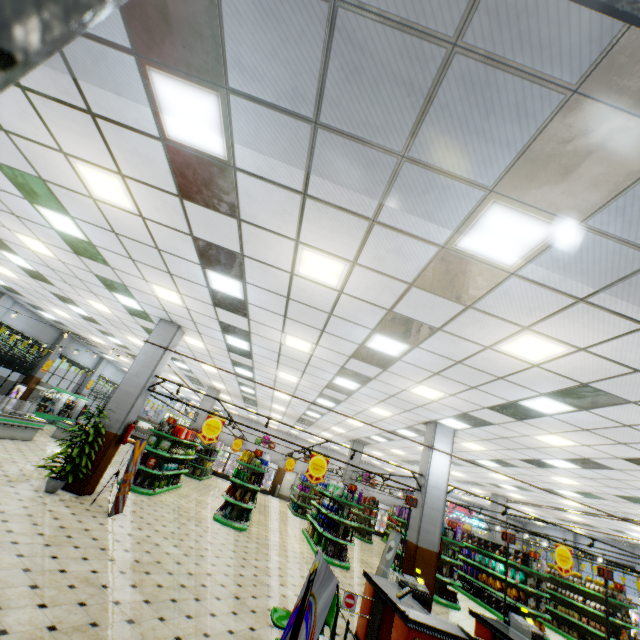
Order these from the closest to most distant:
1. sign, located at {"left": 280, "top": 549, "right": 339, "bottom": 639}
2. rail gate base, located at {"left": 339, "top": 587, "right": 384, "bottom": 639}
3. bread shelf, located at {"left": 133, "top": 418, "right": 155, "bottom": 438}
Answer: sign, located at {"left": 280, "top": 549, "right": 339, "bottom": 639}
rail gate base, located at {"left": 339, "top": 587, "right": 384, "bottom": 639}
bread shelf, located at {"left": 133, "top": 418, "right": 155, "bottom": 438}

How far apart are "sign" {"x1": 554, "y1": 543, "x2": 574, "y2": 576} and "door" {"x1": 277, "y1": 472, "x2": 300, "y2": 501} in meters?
20.8 m

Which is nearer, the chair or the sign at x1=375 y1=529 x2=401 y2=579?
the chair

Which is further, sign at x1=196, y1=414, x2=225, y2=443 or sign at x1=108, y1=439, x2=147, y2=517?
sign at x1=196, y1=414, x2=225, y2=443

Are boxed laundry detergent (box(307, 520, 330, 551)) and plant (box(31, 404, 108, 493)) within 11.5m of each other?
yes

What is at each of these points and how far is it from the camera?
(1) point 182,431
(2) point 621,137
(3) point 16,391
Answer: (1) liquid laundry detergent, 11.9m
(2) building, 2.3m
(3) sign, 16.8m

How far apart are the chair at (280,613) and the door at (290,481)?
24.6m

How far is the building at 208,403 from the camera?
18.9m
